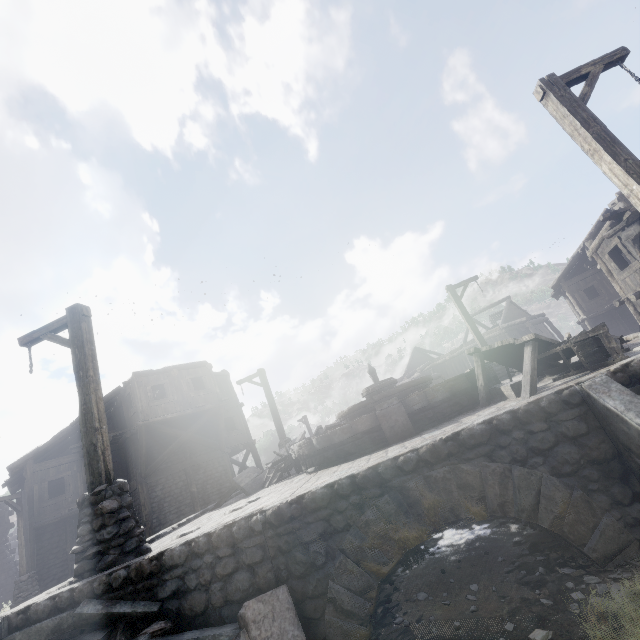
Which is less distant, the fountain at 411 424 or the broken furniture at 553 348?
the broken furniture at 553 348

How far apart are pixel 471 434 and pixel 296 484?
4.0 meters

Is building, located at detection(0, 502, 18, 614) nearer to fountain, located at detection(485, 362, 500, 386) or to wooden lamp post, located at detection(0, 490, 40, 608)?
wooden lamp post, located at detection(0, 490, 40, 608)

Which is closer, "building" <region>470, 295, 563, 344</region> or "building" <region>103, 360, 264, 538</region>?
"building" <region>103, 360, 264, 538</region>

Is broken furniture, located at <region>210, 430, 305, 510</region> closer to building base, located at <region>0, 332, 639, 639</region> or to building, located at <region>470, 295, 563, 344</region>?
building base, located at <region>0, 332, 639, 639</region>

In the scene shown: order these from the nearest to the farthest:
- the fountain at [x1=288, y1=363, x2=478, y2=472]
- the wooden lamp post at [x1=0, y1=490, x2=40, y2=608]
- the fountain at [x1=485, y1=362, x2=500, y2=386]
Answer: the fountain at [x1=288, y1=363, x2=478, y2=472] → the fountain at [x1=485, y1=362, x2=500, y2=386] → the wooden lamp post at [x1=0, y1=490, x2=40, y2=608]

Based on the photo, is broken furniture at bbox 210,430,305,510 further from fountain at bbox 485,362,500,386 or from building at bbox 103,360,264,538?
building at bbox 103,360,264,538

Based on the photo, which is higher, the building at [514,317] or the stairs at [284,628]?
the building at [514,317]
